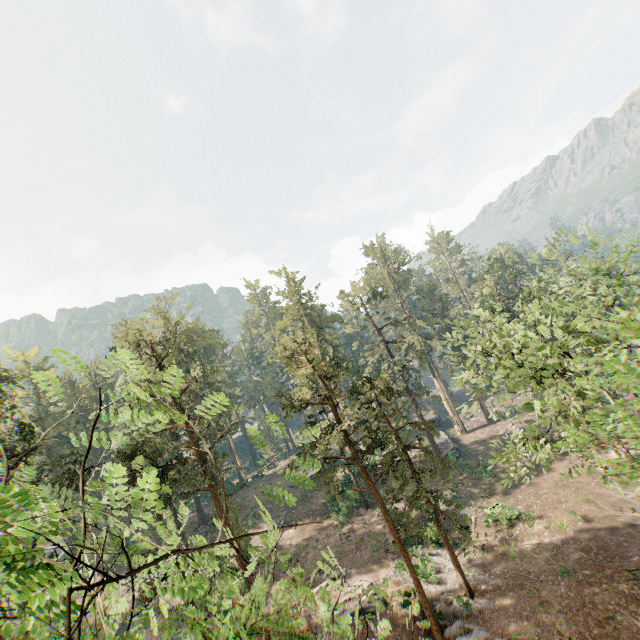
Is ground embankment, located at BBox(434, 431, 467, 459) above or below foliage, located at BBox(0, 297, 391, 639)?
below

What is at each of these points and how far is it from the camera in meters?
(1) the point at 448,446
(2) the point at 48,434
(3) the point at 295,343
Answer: (1) ground embankment, 45.2 m
(2) foliage, 23.4 m
(3) foliage, 22.9 m

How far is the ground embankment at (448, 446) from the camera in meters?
39.8

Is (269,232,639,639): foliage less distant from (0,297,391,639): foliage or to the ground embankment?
(0,297,391,639): foliage

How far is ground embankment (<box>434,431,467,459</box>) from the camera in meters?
39.8 m

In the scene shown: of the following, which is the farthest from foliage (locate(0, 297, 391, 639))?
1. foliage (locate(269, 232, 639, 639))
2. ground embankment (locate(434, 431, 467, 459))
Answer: ground embankment (locate(434, 431, 467, 459))

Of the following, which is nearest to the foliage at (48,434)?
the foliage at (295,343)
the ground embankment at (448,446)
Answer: the foliage at (295,343)
